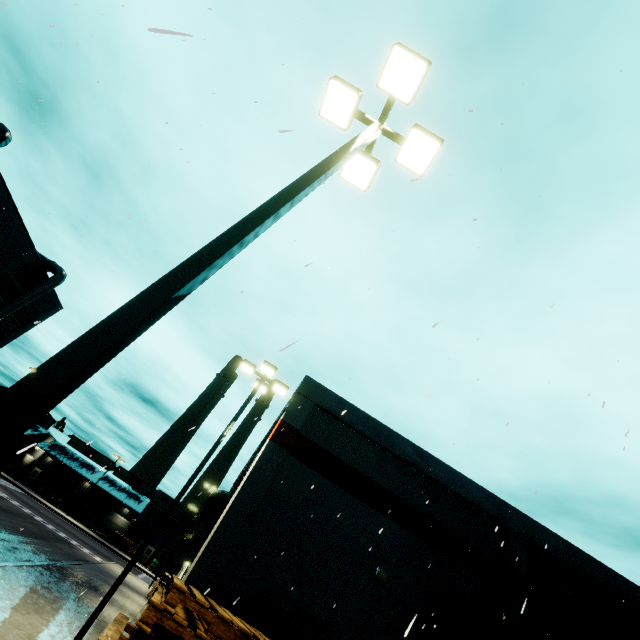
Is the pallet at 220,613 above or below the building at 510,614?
below

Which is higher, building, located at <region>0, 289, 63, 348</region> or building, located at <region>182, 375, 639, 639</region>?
building, located at <region>0, 289, 63, 348</region>

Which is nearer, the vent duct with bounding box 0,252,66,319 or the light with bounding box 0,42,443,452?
the light with bounding box 0,42,443,452

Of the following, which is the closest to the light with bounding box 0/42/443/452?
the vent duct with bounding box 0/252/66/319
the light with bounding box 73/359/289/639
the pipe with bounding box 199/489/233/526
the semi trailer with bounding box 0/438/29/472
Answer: the semi trailer with bounding box 0/438/29/472

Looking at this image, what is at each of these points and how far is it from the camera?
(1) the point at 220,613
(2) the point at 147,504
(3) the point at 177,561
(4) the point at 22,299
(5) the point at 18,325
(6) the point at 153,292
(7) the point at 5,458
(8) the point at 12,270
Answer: (1) pallet, 3.6m
(2) building, 59.7m
(3) building, 50.7m
(4) vent duct, 28.3m
(5) building, 31.5m
(6) light, 2.4m
(7) semi trailer, 28.2m
(8) building, 27.9m

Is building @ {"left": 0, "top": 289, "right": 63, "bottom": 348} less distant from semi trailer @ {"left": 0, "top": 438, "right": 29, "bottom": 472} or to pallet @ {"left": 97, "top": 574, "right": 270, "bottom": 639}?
semi trailer @ {"left": 0, "top": 438, "right": 29, "bottom": 472}

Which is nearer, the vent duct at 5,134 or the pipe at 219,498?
the pipe at 219,498

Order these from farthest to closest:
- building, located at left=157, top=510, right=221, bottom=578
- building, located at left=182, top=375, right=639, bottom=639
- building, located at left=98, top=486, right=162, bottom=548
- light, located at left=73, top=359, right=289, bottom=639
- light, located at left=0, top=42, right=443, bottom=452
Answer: building, located at left=98, top=486, right=162, bottom=548, building, located at left=157, top=510, right=221, bottom=578, building, located at left=182, top=375, right=639, bottom=639, light, located at left=73, top=359, right=289, bottom=639, light, located at left=0, top=42, right=443, bottom=452
